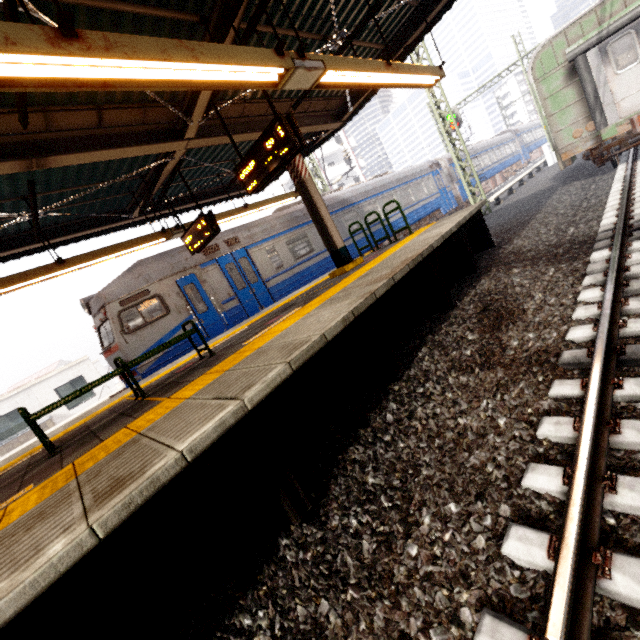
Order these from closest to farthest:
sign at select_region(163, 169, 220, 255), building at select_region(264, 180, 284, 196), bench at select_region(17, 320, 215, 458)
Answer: bench at select_region(17, 320, 215, 458) → sign at select_region(163, 169, 220, 255) → building at select_region(264, 180, 284, 196)

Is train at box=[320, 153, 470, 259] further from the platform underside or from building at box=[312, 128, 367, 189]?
building at box=[312, 128, 367, 189]

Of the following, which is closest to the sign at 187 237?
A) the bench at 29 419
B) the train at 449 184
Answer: the train at 449 184

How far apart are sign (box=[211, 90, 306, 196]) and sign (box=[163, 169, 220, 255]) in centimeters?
164cm

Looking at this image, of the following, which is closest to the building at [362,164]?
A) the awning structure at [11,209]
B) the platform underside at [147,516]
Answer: the awning structure at [11,209]

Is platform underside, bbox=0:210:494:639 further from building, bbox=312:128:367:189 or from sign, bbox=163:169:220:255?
building, bbox=312:128:367:189

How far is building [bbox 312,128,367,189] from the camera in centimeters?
4228cm

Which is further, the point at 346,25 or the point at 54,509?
the point at 346,25
